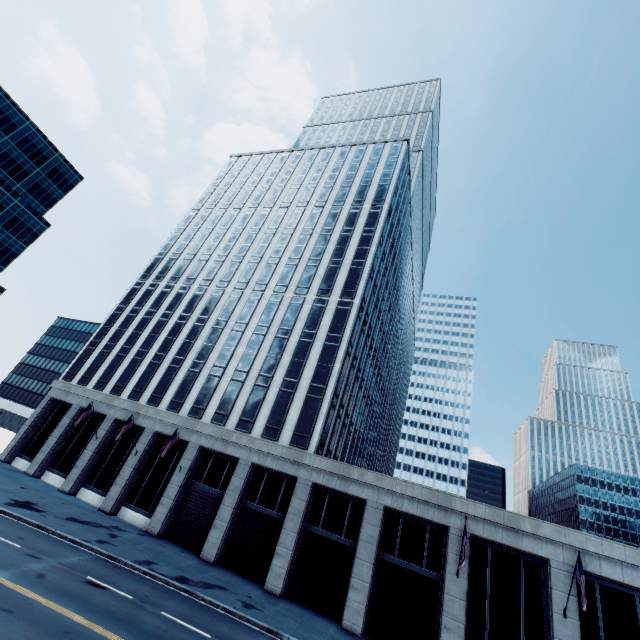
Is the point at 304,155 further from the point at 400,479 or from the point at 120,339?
the point at 400,479
